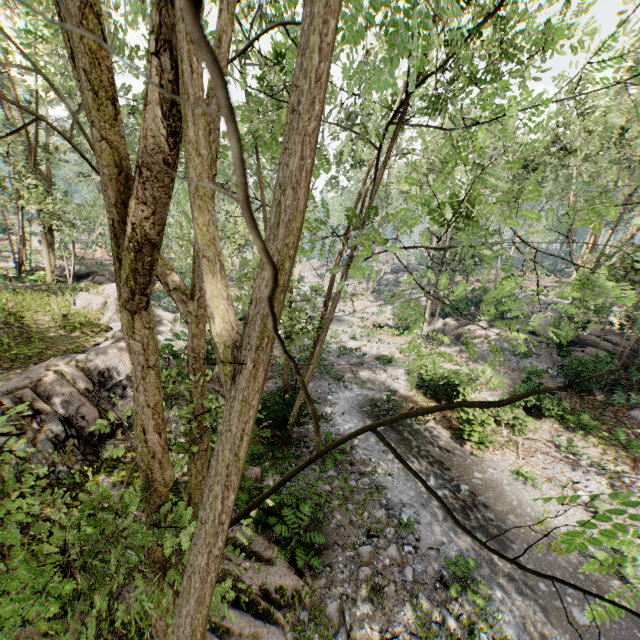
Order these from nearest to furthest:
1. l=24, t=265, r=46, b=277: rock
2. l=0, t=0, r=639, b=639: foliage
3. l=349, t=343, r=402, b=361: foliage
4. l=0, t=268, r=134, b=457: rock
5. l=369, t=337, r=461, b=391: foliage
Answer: l=0, t=0, r=639, b=639: foliage, l=369, t=337, r=461, b=391: foliage, l=0, t=268, r=134, b=457: rock, l=24, t=265, r=46, b=277: rock, l=349, t=343, r=402, b=361: foliage

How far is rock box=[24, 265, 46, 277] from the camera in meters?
19.4

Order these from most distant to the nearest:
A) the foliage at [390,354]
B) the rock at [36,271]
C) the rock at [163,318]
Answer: the foliage at [390,354] < the rock at [36,271] < the rock at [163,318]

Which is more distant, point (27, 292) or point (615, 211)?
point (27, 292)

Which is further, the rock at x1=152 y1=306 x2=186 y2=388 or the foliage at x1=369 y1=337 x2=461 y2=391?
the rock at x1=152 y1=306 x2=186 y2=388

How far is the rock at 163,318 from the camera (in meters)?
11.44
